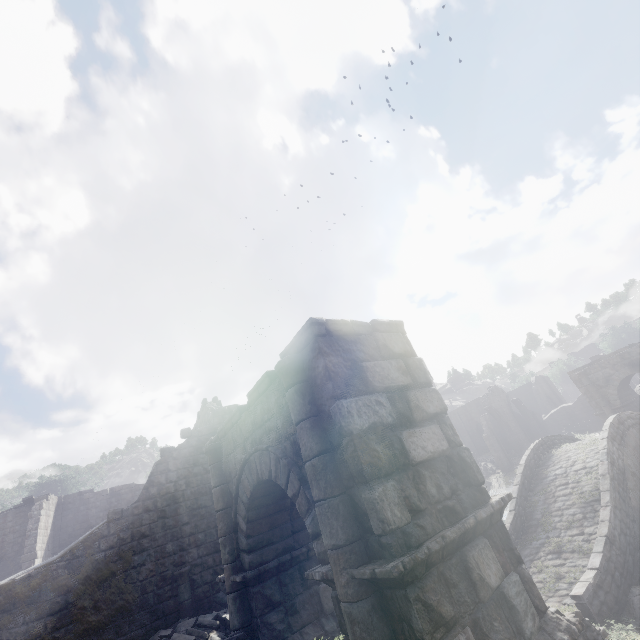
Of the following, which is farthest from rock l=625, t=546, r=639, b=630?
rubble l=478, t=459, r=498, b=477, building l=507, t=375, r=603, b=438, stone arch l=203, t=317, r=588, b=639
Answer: rubble l=478, t=459, r=498, b=477

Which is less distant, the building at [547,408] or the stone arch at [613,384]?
the stone arch at [613,384]

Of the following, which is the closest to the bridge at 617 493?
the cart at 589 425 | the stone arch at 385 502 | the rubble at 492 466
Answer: the stone arch at 385 502

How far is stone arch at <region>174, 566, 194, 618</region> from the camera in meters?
11.1

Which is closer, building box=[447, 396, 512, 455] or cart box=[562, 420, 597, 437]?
cart box=[562, 420, 597, 437]

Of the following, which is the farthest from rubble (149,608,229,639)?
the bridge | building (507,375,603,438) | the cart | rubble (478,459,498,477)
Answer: the cart

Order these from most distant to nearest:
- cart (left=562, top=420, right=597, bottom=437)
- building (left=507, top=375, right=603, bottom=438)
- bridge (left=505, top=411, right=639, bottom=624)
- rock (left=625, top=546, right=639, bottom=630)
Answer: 1. building (left=507, top=375, right=603, bottom=438)
2. cart (left=562, top=420, right=597, bottom=437)
3. bridge (left=505, top=411, right=639, bottom=624)
4. rock (left=625, top=546, right=639, bottom=630)

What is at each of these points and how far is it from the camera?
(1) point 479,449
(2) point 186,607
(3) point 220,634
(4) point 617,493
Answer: (1) building, 45.9 meters
(2) stone arch, 11.2 meters
(3) rubble, 9.6 meters
(4) bridge, 11.4 meters
